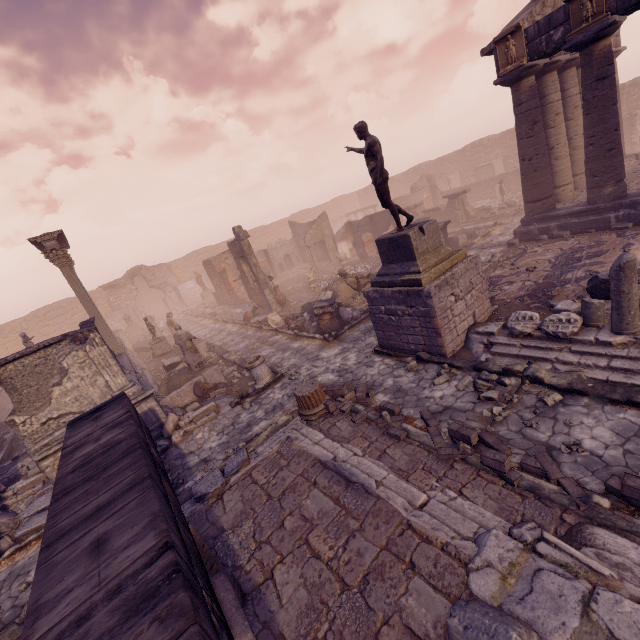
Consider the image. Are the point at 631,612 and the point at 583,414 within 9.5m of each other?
yes

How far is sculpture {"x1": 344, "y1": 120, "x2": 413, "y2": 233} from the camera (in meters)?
7.67

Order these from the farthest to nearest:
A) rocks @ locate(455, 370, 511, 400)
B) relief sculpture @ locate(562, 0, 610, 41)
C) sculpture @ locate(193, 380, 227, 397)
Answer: sculpture @ locate(193, 380, 227, 397), relief sculpture @ locate(562, 0, 610, 41), rocks @ locate(455, 370, 511, 400)

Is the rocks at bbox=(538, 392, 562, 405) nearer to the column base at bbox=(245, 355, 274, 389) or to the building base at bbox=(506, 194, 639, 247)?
the column base at bbox=(245, 355, 274, 389)

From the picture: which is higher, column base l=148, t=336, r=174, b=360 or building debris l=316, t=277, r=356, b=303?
building debris l=316, t=277, r=356, b=303

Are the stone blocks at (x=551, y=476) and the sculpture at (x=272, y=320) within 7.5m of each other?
no

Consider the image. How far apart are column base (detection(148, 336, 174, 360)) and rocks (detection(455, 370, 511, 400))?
15.9m

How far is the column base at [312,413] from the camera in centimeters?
755cm
